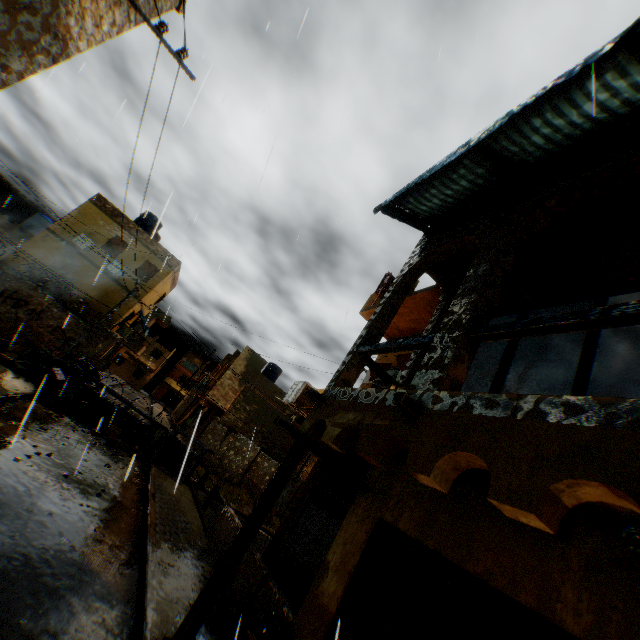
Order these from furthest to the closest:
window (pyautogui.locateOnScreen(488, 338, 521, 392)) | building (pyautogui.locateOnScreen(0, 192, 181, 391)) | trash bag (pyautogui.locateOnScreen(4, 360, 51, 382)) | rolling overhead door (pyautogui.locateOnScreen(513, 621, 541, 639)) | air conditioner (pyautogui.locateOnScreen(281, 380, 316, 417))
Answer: building (pyautogui.locateOnScreen(0, 192, 181, 391)) < trash bag (pyautogui.locateOnScreen(4, 360, 51, 382)) < air conditioner (pyautogui.locateOnScreen(281, 380, 316, 417)) < window (pyautogui.locateOnScreen(488, 338, 521, 392)) < rolling overhead door (pyautogui.locateOnScreen(513, 621, 541, 639))

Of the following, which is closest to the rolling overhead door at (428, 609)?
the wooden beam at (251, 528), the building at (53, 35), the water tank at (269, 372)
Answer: the building at (53, 35)

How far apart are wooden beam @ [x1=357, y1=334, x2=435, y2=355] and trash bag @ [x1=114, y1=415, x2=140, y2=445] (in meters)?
12.31

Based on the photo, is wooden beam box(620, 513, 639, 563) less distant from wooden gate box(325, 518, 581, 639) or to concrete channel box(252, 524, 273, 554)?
wooden gate box(325, 518, 581, 639)

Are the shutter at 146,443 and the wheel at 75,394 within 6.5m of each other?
yes

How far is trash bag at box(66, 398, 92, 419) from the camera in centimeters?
1230cm

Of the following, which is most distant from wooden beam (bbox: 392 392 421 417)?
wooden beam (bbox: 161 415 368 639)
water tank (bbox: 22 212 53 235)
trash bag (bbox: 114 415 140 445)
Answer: water tank (bbox: 22 212 53 235)

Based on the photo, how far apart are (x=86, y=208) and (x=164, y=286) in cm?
708
